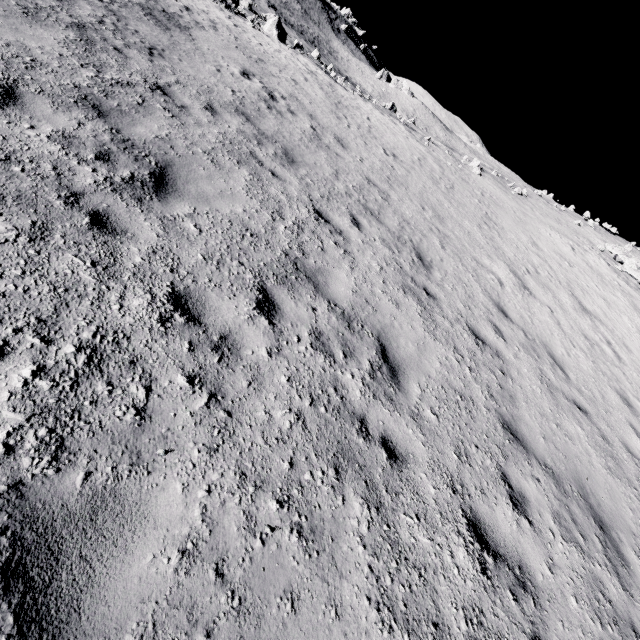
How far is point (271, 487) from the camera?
2.7m
